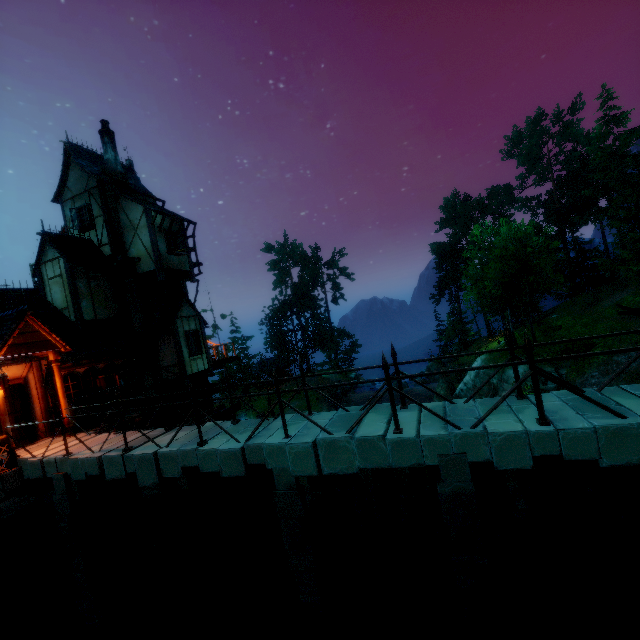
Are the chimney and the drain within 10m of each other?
no

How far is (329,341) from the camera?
52.5 meters

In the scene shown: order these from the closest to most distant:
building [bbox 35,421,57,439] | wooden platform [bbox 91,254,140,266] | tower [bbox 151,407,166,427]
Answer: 1. building [bbox 35,421,57,439]
2. wooden platform [bbox 91,254,140,266]
3. tower [bbox 151,407,166,427]

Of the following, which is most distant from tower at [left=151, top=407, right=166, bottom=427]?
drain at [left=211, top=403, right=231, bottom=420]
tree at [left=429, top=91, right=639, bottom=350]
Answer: tree at [left=429, top=91, right=639, bottom=350]

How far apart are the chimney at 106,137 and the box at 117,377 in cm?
1003

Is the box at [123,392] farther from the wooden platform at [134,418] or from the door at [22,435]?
the door at [22,435]

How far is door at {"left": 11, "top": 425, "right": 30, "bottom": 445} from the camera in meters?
10.7 m

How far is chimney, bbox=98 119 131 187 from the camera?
17.0m
